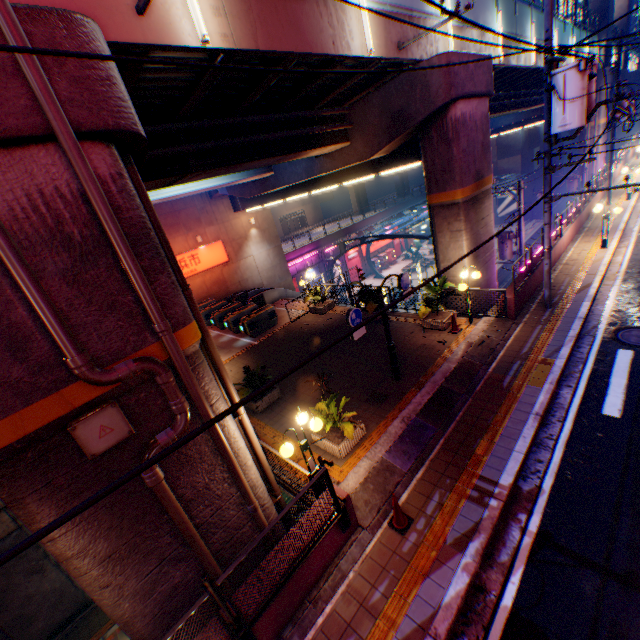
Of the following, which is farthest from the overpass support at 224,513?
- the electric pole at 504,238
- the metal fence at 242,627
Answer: the electric pole at 504,238

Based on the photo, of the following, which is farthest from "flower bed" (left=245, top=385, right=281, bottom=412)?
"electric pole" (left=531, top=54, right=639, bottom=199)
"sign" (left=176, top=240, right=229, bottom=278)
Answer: "sign" (left=176, top=240, right=229, bottom=278)

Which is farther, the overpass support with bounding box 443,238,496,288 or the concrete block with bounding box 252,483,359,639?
the overpass support with bounding box 443,238,496,288

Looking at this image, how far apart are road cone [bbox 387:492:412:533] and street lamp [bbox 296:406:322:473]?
1.63m

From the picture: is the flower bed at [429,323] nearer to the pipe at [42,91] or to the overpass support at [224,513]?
the overpass support at [224,513]

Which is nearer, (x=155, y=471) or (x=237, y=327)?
(x=155, y=471)

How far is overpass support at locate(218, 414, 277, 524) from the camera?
6.10m

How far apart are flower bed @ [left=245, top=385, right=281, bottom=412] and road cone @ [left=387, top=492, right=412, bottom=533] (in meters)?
5.51
